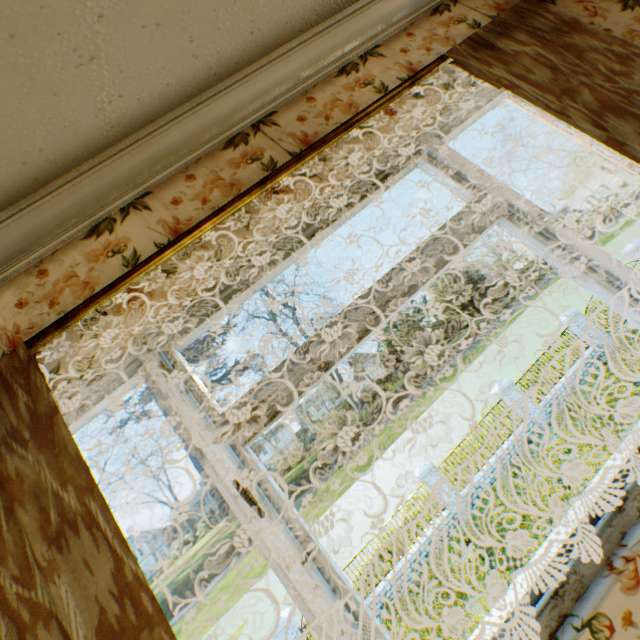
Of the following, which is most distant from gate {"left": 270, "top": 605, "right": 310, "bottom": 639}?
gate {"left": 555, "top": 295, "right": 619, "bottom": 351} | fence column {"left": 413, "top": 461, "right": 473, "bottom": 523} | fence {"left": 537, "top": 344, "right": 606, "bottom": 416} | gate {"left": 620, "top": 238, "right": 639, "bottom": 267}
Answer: gate {"left": 620, "top": 238, "right": 639, "bottom": 267}

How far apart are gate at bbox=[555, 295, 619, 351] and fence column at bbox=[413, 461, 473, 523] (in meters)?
9.74

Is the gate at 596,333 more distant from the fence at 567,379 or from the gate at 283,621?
the gate at 283,621

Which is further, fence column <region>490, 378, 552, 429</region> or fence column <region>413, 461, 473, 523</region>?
fence column <region>490, 378, 552, 429</region>

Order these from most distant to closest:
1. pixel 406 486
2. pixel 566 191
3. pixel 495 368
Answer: pixel 566 191 < pixel 495 368 < pixel 406 486

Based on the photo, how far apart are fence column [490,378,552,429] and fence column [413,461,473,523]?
4.54m

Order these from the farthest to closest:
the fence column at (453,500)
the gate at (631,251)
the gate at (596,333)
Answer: the gate at (631,251), the gate at (596,333), the fence column at (453,500)

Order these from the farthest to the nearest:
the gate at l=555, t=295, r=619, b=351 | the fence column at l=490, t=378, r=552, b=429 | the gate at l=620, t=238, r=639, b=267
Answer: the gate at l=620, t=238, r=639, b=267
the gate at l=555, t=295, r=619, b=351
the fence column at l=490, t=378, r=552, b=429
